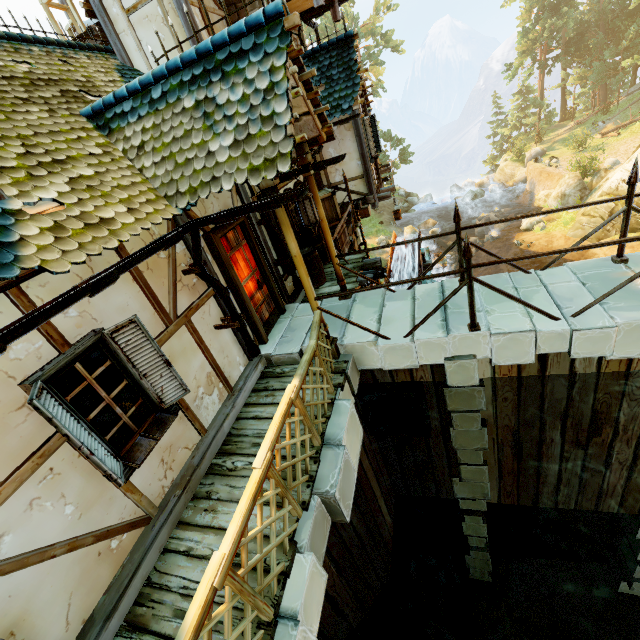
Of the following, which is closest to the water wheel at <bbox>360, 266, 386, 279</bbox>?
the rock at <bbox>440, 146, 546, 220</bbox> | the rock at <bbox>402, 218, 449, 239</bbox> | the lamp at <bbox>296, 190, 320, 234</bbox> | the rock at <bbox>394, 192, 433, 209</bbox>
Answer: the lamp at <bbox>296, 190, 320, 234</bbox>

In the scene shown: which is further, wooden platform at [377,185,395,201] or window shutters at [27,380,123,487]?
wooden platform at [377,185,395,201]

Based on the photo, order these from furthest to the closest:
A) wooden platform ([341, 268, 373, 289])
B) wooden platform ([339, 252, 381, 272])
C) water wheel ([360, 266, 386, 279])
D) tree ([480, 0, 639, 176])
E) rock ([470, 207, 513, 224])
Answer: tree ([480, 0, 639, 176]) < rock ([470, 207, 513, 224]) < water wheel ([360, 266, 386, 279]) < wooden platform ([339, 252, 381, 272]) < wooden platform ([341, 268, 373, 289])

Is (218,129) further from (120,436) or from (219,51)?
(120,436)

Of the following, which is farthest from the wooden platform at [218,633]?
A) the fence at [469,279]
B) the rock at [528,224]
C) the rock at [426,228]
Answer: the rock at [426,228]

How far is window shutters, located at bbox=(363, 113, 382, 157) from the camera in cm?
1019

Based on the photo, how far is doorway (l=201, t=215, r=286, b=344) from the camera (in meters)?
5.18

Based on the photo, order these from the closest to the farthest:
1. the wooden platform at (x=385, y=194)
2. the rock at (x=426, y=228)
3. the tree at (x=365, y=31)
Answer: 1. the wooden platform at (x=385, y=194)
2. the rock at (x=426, y=228)
3. the tree at (x=365, y=31)
